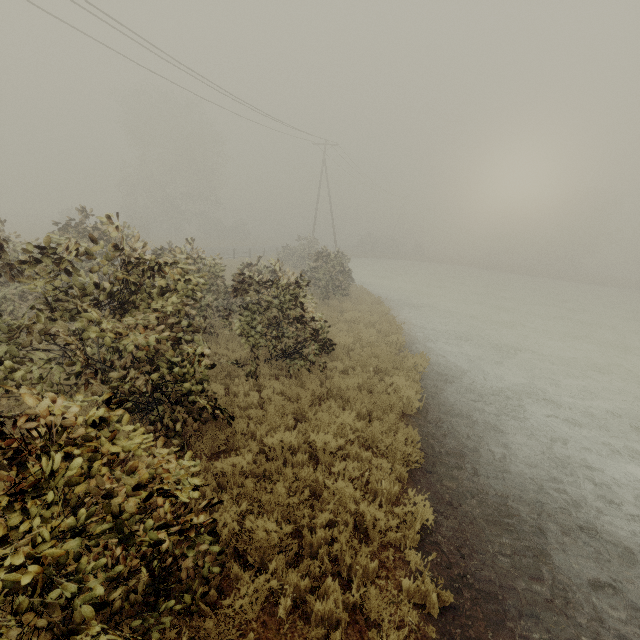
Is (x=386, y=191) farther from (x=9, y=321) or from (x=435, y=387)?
(x=9, y=321)
